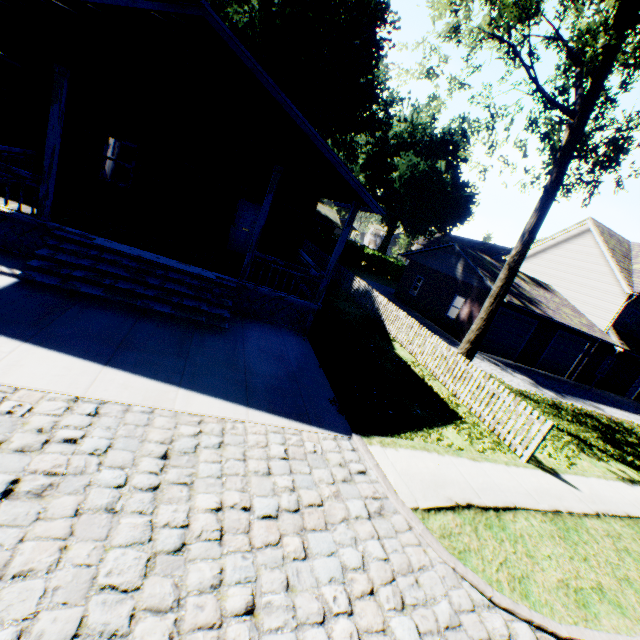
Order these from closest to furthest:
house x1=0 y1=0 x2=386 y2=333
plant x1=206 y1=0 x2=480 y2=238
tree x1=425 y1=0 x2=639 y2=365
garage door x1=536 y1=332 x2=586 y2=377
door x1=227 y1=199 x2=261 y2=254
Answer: house x1=0 y1=0 x2=386 y2=333 → tree x1=425 y1=0 x2=639 y2=365 → door x1=227 y1=199 x2=261 y2=254 → garage door x1=536 y1=332 x2=586 y2=377 → plant x1=206 y1=0 x2=480 y2=238

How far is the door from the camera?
13.6m

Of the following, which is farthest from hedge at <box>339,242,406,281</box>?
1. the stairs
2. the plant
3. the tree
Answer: the stairs

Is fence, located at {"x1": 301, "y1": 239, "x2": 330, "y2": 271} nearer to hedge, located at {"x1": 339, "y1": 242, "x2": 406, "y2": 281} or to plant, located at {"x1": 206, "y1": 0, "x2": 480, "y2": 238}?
hedge, located at {"x1": 339, "y1": 242, "x2": 406, "y2": 281}

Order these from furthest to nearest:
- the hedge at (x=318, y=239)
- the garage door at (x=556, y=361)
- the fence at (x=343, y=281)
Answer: the hedge at (x=318, y=239) → the garage door at (x=556, y=361) → the fence at (x=343, y=281)

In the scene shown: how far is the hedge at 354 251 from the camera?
38.6m

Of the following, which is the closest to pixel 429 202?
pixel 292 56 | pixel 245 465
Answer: pixel 292 56

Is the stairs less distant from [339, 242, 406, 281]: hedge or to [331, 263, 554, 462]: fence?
[331, 263, 554, 462]: fence
